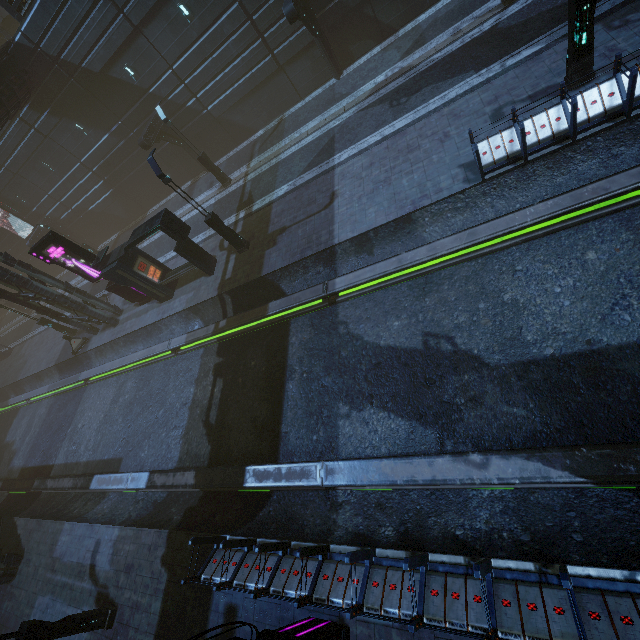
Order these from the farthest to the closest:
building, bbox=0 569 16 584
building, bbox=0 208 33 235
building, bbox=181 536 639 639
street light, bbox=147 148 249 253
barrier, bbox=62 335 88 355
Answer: building, bbox=0 208 33 235 < barrier, bbox=62 335 88 355 < building, bbox=0 569 16 584 < street light, bbox=147 148 249 253 < building, bbox=181 536 639 639

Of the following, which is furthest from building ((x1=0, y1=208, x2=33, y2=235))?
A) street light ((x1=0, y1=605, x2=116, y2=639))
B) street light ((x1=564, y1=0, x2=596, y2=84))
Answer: street light ((x1=0, y1=605, x2=116, y2=639))

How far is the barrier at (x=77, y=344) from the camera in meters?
23.1 m

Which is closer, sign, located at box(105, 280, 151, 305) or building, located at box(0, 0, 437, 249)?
building, located at box(0, 0, 437, 249)

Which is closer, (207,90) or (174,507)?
(174,507)

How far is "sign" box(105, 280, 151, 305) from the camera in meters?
19.2 m

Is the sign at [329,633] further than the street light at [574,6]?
No
